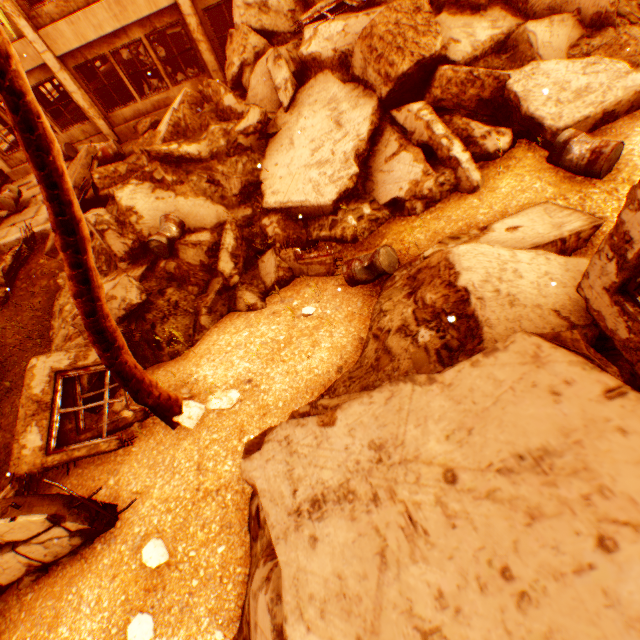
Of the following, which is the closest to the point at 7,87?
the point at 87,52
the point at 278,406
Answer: the point at 278,406

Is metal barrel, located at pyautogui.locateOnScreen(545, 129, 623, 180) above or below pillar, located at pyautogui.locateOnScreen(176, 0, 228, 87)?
below

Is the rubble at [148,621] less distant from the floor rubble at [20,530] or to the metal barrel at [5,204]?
the floor rubble at [20,530]

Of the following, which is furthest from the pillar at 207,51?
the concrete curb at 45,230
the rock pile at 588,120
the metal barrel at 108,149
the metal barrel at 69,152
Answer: the concrete curb at 45,230

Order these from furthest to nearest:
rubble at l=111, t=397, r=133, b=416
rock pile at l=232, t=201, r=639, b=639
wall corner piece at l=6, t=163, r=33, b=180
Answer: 1. wall corner piece at l=6, t=163, r=33, b=180
2. rubble at l=111, t=397, r=133, b=416
3. rock pile at l=232, t=201, r=639, b=639

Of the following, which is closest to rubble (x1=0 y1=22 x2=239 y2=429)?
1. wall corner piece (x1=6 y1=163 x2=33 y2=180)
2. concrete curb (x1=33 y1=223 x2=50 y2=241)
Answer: concrete curb (x1=33 y1=223 x2=50 y2=241)

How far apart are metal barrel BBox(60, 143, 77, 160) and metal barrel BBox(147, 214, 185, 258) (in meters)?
9.32

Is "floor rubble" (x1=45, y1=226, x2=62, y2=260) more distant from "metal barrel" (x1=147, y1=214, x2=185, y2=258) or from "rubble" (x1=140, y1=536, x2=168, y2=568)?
"rubble" (x1=140, y1=536, x2=168, y2=568)
